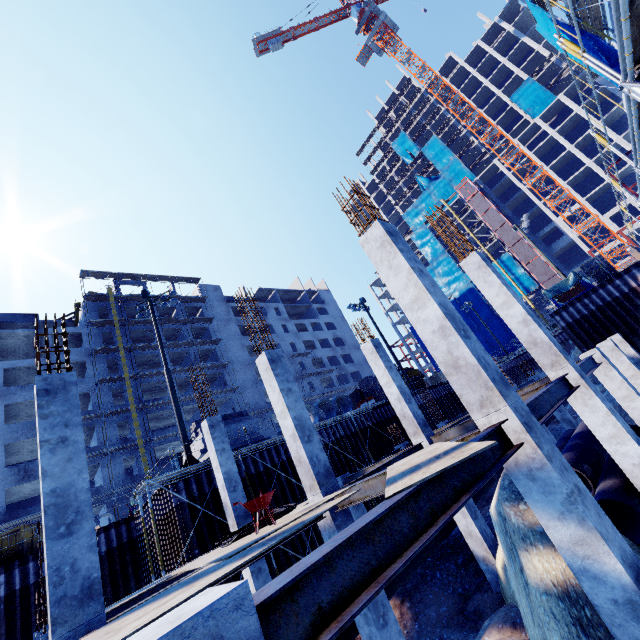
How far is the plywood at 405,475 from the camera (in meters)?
3.00

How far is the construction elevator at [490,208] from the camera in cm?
5144

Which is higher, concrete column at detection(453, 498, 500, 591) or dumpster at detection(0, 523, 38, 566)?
dumpster at detection(0, 523, 38, 566)

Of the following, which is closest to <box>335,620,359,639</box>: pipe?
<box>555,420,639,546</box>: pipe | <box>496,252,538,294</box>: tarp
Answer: <box>555,420,639,546</box>: pipe

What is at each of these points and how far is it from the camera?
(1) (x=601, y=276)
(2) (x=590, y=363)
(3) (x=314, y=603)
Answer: (1) wooden box, 22.5m
(2) steel beam, 10.9m
(3) steel beam, 2.1m

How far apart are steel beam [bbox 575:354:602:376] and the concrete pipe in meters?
14.9 m

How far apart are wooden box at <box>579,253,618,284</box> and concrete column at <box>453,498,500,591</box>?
19.8m

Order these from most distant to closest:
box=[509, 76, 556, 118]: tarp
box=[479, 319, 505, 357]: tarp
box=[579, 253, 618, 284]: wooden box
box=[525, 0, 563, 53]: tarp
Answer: box=[479, 319, 505, 357]: tarp
box=[509, 76, 556, 118]: tarp
box=[579, 253, 618, 284]: wooden box
box=[525, 0, 563, 53]: tarp
